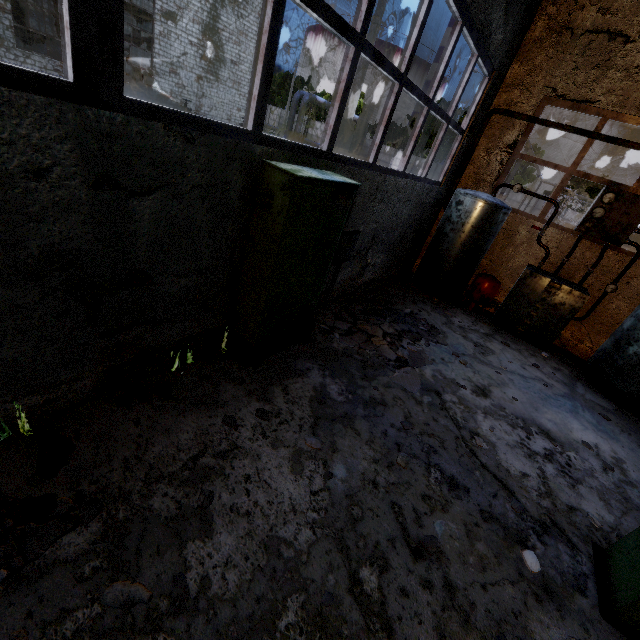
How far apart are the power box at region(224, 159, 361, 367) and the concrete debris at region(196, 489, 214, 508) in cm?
169

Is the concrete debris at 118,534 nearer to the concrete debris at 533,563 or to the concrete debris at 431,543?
the concrete debris at 431,543

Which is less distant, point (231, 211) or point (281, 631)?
point (281, 631)

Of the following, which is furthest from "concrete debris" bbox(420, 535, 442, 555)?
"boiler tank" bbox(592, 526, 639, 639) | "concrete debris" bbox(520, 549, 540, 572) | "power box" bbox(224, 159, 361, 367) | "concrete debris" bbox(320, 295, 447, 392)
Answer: "power box" bbox(224, 159, 361, 367)

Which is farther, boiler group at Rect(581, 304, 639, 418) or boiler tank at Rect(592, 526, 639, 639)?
boiler group at Rect(581, 304, 639, 418)

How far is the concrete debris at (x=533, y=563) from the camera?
3.1m

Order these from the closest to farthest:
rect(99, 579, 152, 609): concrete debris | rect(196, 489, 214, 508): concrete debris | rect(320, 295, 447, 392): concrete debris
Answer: rect(99, 579, 152, 609): concrete debris → rect(196, 489, 214, 508): concrete debris → rect(320, 295, 447, 392): concrete debris

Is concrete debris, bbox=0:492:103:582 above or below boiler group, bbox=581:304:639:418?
below
